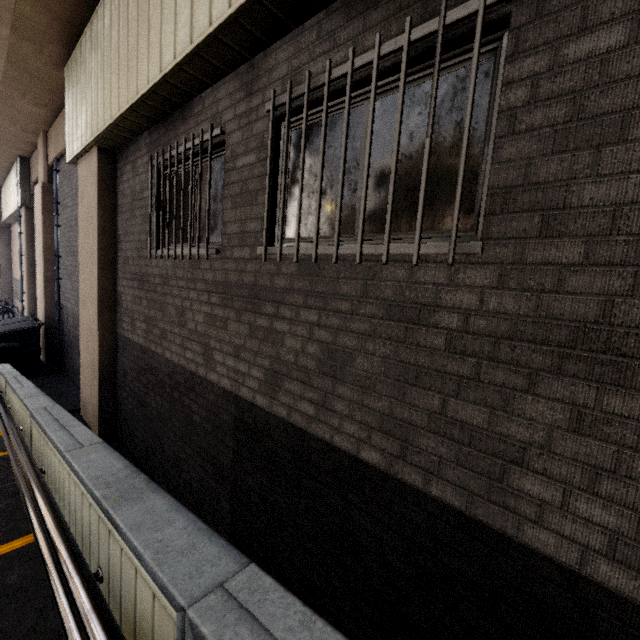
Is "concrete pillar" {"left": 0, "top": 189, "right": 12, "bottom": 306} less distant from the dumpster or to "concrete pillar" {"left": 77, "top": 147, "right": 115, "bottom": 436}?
the dumpster

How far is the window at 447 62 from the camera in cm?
179

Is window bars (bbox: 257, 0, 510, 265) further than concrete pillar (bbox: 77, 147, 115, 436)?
No

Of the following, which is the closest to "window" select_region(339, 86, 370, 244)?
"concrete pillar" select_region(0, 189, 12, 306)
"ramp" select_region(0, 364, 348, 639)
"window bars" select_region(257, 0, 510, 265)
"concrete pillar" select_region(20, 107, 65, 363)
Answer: "window bars" select_region(257, 0, 510, 265)

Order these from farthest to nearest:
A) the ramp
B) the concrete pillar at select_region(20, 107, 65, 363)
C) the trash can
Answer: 1. the concrete pillar at select_region(20, 107, 65, 363)
2. the trash can
3. the ramp

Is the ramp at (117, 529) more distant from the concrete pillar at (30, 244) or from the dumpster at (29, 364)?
the concrete pillar at (30, 244)

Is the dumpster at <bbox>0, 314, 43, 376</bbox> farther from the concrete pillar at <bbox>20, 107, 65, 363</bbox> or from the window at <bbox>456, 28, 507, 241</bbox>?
the window at <bbox>456, 28, 507, 241</bbox>

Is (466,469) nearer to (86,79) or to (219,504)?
(219,504)
